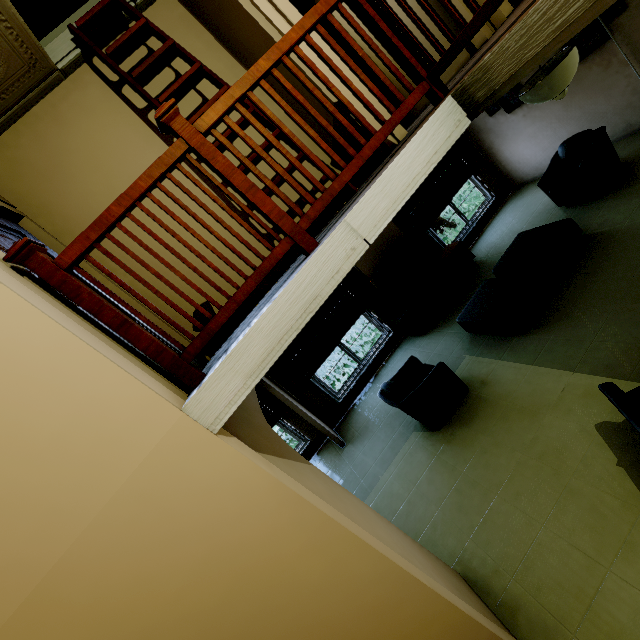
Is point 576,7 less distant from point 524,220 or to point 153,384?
point 153,384

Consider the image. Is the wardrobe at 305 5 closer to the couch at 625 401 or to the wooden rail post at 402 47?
the wooden rail post at 402 47

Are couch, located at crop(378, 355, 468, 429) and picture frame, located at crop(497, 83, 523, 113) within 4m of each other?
no

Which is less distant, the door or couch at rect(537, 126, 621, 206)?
the door

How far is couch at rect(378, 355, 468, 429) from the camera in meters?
4.2

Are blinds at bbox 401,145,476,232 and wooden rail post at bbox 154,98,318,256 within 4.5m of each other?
no

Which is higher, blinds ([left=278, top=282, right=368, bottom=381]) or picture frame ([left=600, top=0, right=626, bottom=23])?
picture frame ([left=600, top=0, right=626, bottom=23])

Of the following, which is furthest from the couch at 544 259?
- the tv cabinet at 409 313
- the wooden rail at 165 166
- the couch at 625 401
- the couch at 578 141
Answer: the wooden rail at 165 166
